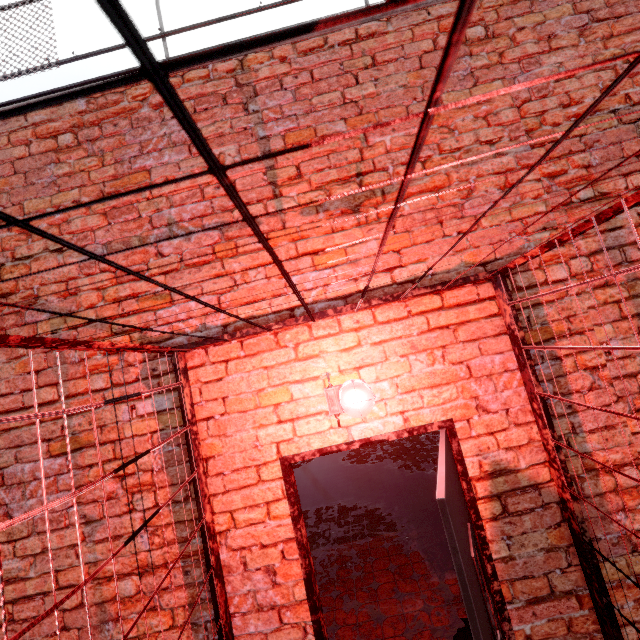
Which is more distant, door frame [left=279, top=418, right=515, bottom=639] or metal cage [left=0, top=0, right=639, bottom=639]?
door frame [left=279, top=418, right=515, bottom=639]

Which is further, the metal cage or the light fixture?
the light fixture

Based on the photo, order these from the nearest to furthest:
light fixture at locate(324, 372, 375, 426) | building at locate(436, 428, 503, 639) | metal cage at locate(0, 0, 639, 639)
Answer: metal cage at locate(0, 0, 639, 639) < building at locate(436, 428, 503, 639) < light fixture at locate(324, 372, 375, 426)

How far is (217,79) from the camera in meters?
2.3

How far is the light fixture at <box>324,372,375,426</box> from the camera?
1.7 meters

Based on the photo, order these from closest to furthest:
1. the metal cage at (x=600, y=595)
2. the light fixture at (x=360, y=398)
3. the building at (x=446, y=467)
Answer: the metal cage at (x=600, y=595) < the building at (x=446, y=467) < the light fixture at (x=360, y=398)

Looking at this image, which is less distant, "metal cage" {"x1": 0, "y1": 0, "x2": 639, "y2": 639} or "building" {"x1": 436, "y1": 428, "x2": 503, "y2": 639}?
"metal cage" {"x1": 0, "y1": 0, "x2": 639, "y2": 639}

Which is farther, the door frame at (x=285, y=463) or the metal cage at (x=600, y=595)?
the door frame at (x=285, y=463)
